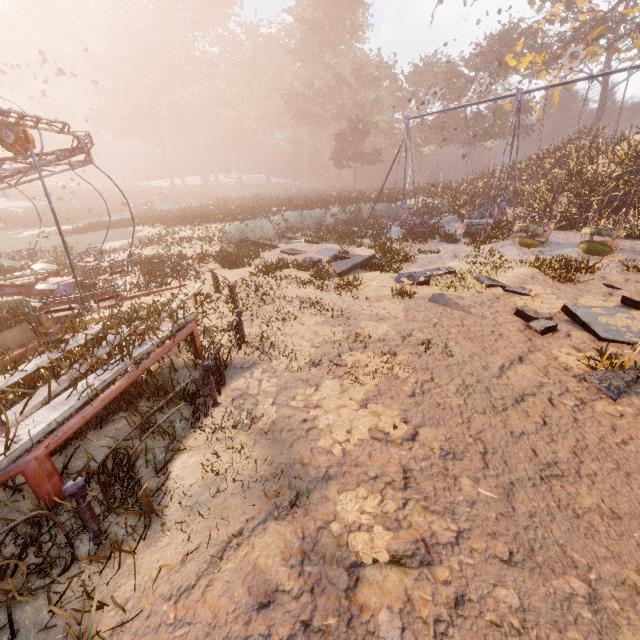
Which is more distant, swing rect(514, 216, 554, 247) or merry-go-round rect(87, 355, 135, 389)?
swing rect(514, 216, 554, 247)

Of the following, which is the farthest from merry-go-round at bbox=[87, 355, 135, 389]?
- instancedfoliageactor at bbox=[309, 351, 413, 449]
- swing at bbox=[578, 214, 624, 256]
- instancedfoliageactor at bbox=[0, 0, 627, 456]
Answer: instancedfoliageactor at bbox=[0, 0, 627, 456]

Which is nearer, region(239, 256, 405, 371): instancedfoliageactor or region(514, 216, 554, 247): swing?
region(239, 256, 405, 371): instancedfoliageactor

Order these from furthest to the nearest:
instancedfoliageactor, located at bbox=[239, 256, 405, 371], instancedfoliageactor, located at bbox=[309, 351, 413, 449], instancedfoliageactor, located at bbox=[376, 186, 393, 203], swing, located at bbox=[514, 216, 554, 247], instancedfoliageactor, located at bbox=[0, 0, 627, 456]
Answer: instancedfoliageactor, located at bbox=[376, 186, 393, 203], swing, located at bbox=[514, 216, 554, 247], instancedfoliageactor, located at bbox=[0, 0, 627, 456], instancedfoliageactor, located at bbox=[239, 256, 405, 371], instancedfoliageactor, located at bbox=[309, 351, 413, 449]

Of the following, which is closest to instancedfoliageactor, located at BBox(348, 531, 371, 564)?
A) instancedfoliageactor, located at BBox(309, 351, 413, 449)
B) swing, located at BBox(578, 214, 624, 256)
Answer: instancedfoliageactor, located at BBox(309, 351, 413, 449)

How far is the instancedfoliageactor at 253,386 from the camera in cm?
502

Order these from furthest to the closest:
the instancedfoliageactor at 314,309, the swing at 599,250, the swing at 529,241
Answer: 1. the swing at 529,241
2. the swing at 599,250
3. the instancedfoliageactor at 314,309

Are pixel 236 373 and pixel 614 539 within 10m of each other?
yes
